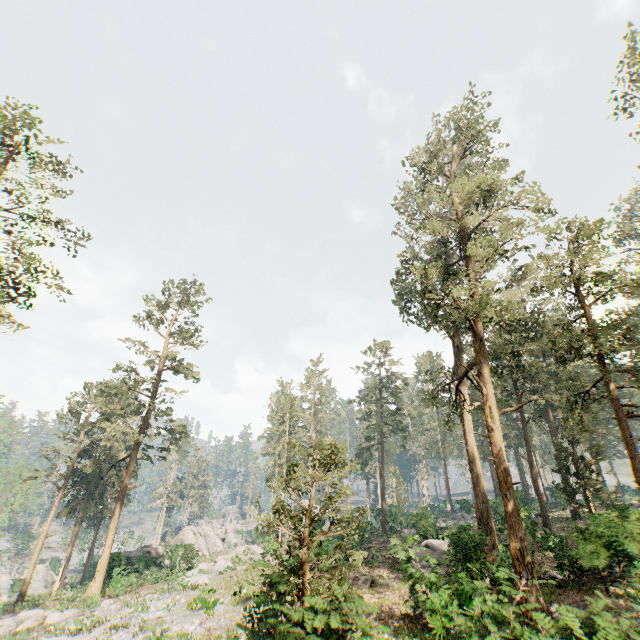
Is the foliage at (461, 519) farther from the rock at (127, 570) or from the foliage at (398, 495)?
the rock at (127, 570)

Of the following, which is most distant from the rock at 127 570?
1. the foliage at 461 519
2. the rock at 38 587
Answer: the foliage at 461 519

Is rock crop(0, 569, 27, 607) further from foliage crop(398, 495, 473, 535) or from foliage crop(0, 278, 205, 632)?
foliage crop(398, 495, 473, 535)

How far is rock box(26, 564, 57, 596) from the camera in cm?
4627

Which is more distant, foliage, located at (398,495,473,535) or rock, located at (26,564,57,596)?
rock, located at (26,564,57,596)

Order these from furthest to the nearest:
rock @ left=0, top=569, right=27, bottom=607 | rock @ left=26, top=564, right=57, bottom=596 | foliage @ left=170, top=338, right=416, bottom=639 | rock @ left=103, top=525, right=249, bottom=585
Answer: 1. rock @ left=26, top=564, right=57, bottom=596
2. rock @ left=0, top=569, right=27, bottom=607
3. rock @ left=103, top=525, right=249, bottom=585
4. foliage @ left=170, top=338, right=416, bottom=639

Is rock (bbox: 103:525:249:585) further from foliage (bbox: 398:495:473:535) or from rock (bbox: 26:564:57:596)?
foliage (bbox: 398:495:473:535)

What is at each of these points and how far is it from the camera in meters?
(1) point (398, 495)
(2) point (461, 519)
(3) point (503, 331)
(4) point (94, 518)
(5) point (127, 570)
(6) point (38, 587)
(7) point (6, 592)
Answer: (1) foliage, 55.7
(2) foliage, 44.2
(3) foliage, 30.4
(4) foliage, 47.8
(5) rock, 26.8
(6) rock, 47.1
(7) rock, 43.7
